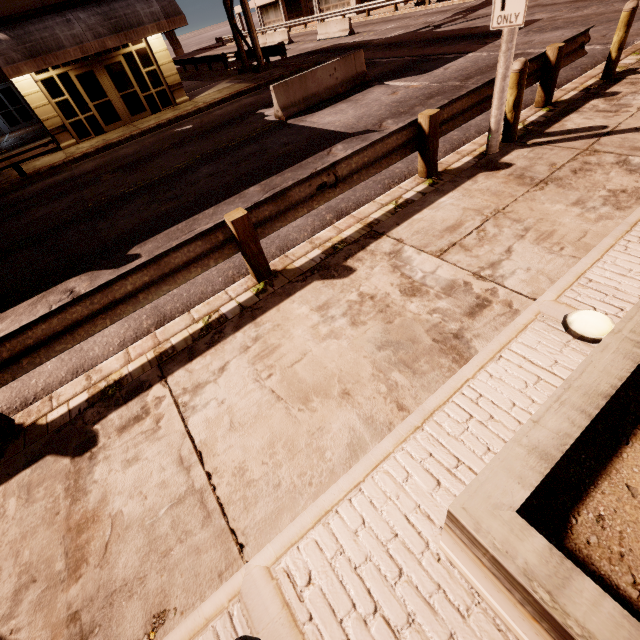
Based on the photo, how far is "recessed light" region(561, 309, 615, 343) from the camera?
2.8 meters

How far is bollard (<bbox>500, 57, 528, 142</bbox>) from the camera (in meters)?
5.07

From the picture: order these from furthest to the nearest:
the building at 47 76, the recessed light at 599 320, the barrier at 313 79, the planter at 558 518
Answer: the building at 47 76, the barrier at 313 79, the recessed light at 599 320, the planter at 558 518

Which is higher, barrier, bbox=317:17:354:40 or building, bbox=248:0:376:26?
building, bbox=248:0:376:26

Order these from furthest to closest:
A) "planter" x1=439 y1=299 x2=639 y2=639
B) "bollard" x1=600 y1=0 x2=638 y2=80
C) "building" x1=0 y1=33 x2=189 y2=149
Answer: "building" x1=0 y1=33 x2=189 y2=149 → "bollard" x1=600 y1=0 x2=638 y2=80 → "planter" x1=439 y1=299 x2=639 y2=639

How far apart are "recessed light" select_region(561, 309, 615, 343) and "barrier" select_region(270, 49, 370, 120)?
10.99m

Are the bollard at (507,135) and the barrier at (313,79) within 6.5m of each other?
no

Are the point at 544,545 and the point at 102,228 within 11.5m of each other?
yes
